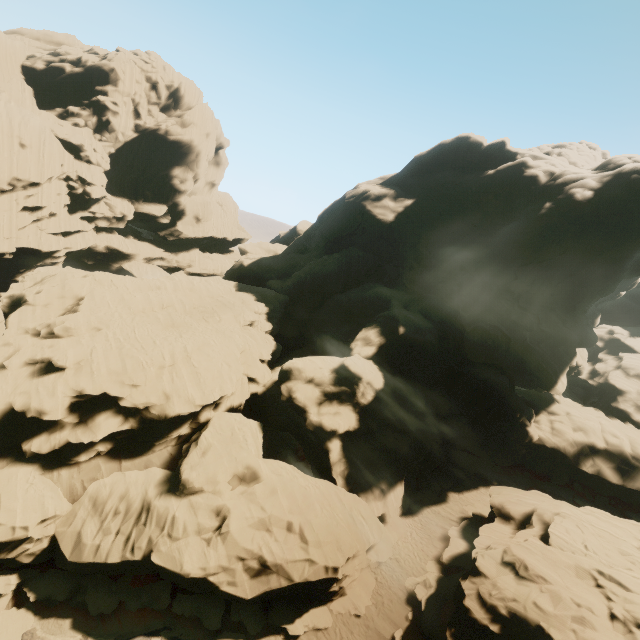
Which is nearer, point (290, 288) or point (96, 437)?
point (96, 437)
